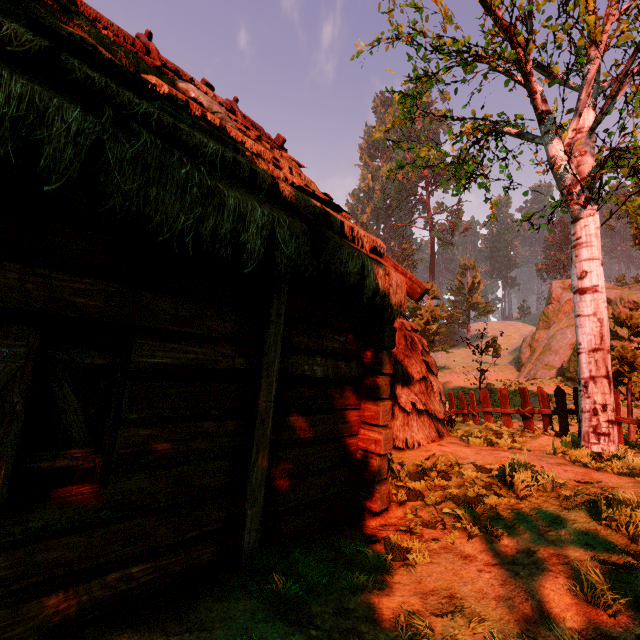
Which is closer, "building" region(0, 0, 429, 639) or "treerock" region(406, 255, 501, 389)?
"building" region(0, 0, 429, 639)

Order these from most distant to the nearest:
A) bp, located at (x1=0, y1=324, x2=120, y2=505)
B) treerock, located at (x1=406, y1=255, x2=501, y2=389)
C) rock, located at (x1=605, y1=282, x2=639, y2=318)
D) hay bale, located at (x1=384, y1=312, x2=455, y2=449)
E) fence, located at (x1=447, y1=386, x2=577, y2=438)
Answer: treerock, located at (x1=406, y1=255, x2=501, y2=389)
rock, located at (x1=605, y1=282, x2=639, y2=318)
fence, located at (x1=447, y1=386, x2=577, y2=438)
hay bale, located at (x1=384, y1=312, x2=455, y2=449)
bp, located at (x1=0, y1=324, x2=120, y2=505)

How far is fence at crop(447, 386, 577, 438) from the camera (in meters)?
8.45

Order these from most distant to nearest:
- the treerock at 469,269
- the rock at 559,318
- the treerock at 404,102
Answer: the treerock at 469,269 → the rock at 559,318 → the treerock at 404,102

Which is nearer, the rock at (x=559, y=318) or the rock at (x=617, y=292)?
the rock at (x=559, y=318)

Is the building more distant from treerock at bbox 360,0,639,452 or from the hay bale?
the hay bale

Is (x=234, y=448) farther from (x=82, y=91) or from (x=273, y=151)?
(x=273, y=151)

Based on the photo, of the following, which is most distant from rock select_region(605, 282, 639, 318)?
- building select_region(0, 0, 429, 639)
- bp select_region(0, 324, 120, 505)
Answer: bp select_region(0, 324, 120, 505)
